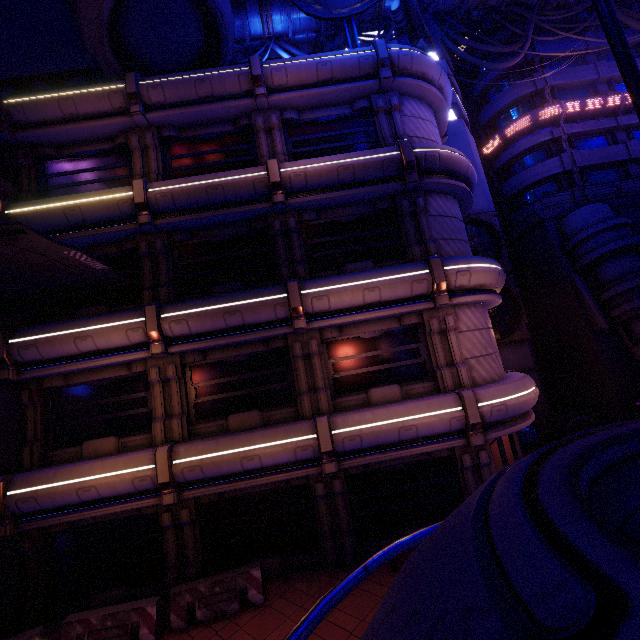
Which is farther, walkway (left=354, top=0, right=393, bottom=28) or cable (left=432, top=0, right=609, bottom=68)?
cable (left=432, top=0, right=609, bottom=68)

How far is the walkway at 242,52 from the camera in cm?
2500

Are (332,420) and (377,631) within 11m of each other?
yes

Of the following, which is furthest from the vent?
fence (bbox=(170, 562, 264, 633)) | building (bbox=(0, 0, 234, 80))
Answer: fence (bbox=(170, 562, 264, 633))

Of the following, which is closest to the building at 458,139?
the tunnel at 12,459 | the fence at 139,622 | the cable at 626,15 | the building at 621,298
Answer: the building at 621,298

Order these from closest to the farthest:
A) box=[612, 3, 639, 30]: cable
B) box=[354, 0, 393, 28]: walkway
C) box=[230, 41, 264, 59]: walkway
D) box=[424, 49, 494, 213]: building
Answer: box=[424, 49, 494, 213]: building
box=[354, 0, 393, 28]: walkway
box=[612, 3, 639, 30]: cable
box=[230, 41, 264, 59]: walkway

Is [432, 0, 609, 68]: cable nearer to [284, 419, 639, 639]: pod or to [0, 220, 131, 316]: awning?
[0, 220, 131, 316]: awning

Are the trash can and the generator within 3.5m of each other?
yes
